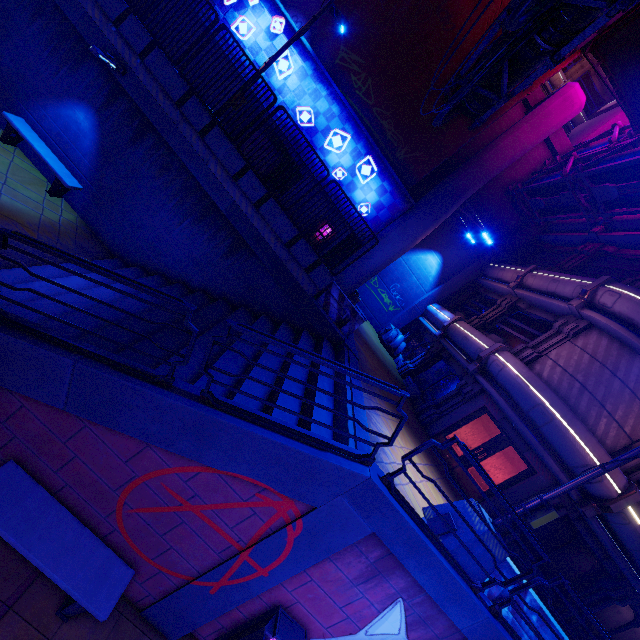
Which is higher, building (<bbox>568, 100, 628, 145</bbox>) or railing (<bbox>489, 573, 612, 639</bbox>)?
building (<bbox>568, 100, 628, 145</bbox>)

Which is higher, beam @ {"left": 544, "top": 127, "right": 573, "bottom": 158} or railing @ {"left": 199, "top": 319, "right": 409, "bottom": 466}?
beam @ {"left": 544, "top": 127, "right": 573, "bottom": 158}

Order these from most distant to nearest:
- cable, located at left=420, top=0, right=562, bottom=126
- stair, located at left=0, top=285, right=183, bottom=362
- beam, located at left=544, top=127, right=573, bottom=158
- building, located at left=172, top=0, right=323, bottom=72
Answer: beam, located at left=544, top=127, right=573, bottom=158, building, located at left=172, top=0, right=323, bottom=72, stair, located at left=0, top=285, right=183, bottom=362, cable, located at left=420, top=0, right=562, bottom=126

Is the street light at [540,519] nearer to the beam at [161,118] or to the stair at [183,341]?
the stair at [183,341]

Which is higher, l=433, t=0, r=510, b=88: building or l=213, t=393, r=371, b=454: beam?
l=433, t=0, r=510, b=88: building

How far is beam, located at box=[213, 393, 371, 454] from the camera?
4.7 meters

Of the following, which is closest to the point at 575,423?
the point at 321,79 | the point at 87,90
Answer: the point at 321,79

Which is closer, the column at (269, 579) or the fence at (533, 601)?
the column at (269, 579)
